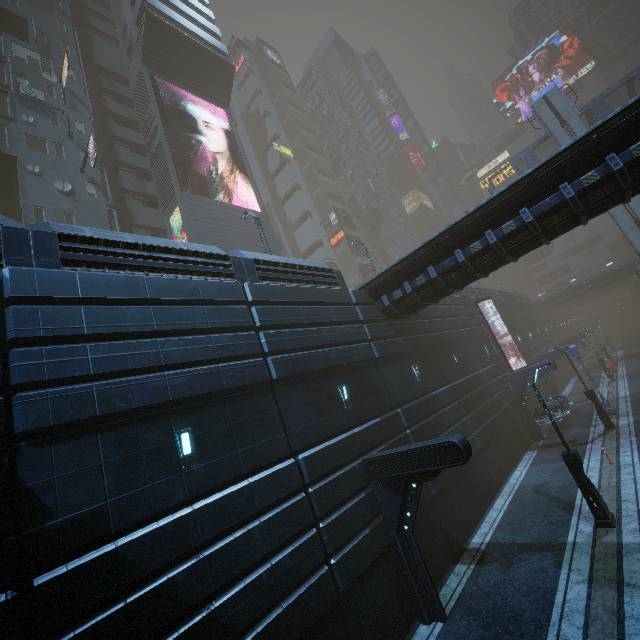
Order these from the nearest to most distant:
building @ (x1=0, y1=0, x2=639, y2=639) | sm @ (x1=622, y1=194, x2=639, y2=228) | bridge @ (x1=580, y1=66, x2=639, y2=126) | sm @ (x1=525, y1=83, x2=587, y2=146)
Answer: building @ (x1=0, y1=0, x2=639, y2=639) < sm @ (x1=622, y1=194, x2=639, y2=228) < bridge @ (x1=580, y1=66, x2=639, y2=126) < sm @ (x1=525, y1=83, x2=587, y2=146)

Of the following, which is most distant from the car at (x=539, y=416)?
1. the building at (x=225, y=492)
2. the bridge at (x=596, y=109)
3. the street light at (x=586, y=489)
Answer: the bridge at (x=596, y=109)

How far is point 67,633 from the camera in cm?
521

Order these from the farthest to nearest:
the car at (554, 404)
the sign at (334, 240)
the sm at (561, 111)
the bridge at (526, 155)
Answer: the sign at (334, 240) → the bridge at (526, 155) → the sm at (561, 111) → the car at (554, 404)

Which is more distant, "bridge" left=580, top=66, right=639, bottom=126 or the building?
"bridge" left=580, top=66, right=639, bottom=126

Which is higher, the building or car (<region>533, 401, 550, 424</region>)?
the building

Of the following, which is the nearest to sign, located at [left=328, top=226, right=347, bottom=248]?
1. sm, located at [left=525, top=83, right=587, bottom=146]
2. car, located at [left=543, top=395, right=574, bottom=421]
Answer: sm, located at [left=525, top=83, right=587, bottom=146]

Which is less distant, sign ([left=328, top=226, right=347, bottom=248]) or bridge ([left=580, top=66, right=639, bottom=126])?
bridge ([left=580, top=66, right=639, bottom=126])
